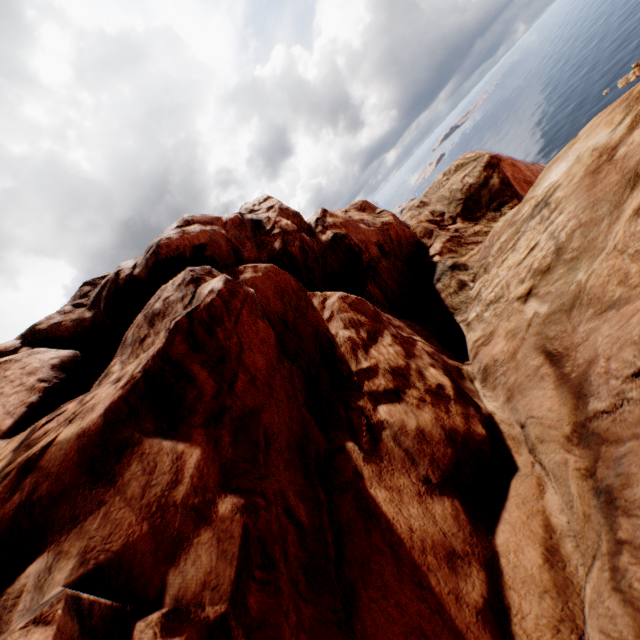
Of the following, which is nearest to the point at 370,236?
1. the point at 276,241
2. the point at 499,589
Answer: the point at 276,241
